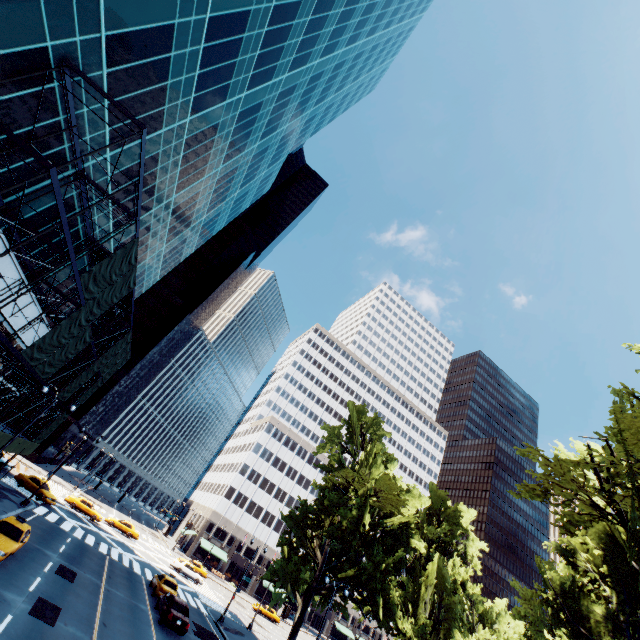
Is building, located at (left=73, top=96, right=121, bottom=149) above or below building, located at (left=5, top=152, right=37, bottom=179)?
above

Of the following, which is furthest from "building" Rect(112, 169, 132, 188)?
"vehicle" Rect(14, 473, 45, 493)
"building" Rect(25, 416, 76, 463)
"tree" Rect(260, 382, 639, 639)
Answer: "building" Rect(25, 416, 76, 463)

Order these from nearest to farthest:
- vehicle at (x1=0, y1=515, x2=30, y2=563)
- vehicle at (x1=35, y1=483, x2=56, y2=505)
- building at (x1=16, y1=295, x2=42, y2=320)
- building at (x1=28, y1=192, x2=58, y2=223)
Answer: vehicle at (x1=0, y1=515, x2=30, y2=563), building at (x1=28, y1=192, x2=58, y2=223), building at (x1=16, y1=295, x2=42, y2=320), vehicle at (x1=35, y1=483, x2=56, y2=505)

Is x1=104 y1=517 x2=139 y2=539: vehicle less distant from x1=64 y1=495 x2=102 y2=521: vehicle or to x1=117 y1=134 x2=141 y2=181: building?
x1=64 y1=495 x2=102 y2=521: vehicle

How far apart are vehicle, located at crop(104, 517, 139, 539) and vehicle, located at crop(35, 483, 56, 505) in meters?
12.4 m

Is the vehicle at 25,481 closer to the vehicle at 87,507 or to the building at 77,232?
the vehicle at 87,507

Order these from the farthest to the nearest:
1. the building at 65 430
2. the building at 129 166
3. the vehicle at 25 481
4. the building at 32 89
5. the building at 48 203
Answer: the building at 65 430 → the vehicle at 25 481 → the building at 129 166 → the building at 48 203 → the building at 32 89

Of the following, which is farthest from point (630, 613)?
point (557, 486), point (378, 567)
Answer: point (378, 567)
